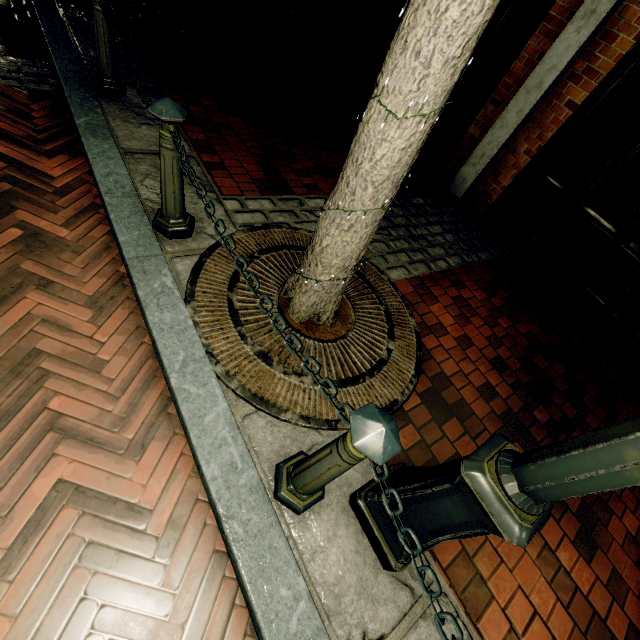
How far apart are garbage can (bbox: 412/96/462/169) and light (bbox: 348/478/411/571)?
4.4 meters

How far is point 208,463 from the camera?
1.58m

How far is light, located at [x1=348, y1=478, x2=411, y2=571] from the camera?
1.52m

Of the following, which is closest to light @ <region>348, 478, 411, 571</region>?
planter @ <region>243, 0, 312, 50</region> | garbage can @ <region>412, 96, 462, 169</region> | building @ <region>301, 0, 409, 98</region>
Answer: building @ <region>301, 0, 409, 98</region>

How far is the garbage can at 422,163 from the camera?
4.3m

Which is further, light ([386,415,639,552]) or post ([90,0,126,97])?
post ([90,0,126,97])

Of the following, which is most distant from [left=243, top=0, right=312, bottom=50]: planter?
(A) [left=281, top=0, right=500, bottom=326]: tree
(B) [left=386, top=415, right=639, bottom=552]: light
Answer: (B) [left=386, top=415, right=639, bottom=552]: light

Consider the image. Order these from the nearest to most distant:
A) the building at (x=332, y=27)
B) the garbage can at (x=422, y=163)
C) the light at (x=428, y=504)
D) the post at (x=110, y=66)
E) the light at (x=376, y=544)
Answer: the light at (x=428, y=504), the light at (x=376, y=544), the post at (x=110, y=66), the garbage can at (x=422, y=163), the building at (x=332, y=27)
